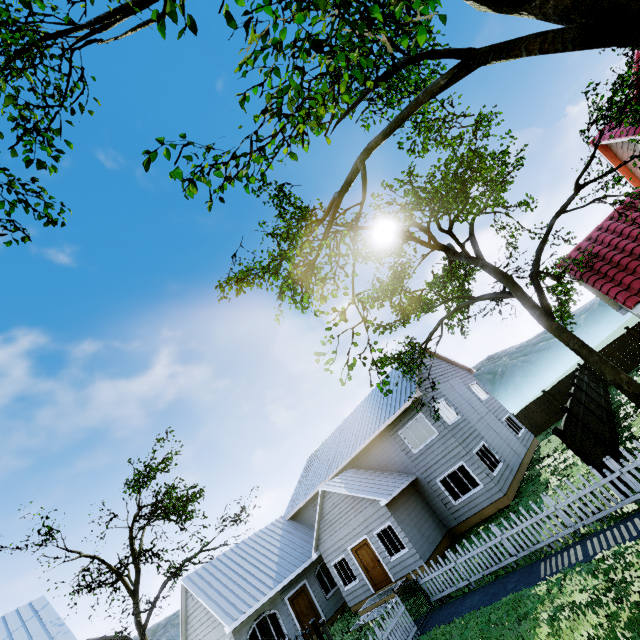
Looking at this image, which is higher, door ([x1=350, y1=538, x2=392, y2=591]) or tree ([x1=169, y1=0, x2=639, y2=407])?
tree ([x1=169, y1=0, x2=639, y2=407])

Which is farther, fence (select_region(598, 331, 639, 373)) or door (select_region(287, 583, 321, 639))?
fence (select_region(598, 331, 639, 373))

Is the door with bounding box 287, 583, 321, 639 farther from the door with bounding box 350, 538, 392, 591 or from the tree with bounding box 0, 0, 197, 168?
the tree with bounding box 0, 0, 197, 168

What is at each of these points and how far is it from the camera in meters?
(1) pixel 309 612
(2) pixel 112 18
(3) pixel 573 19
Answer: (1) door, 18.0
(2) tree, 9.6
(3) tree, 6.6

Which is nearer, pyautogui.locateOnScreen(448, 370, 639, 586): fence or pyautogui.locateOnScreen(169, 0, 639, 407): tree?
pyautogui.locateOnScreen(169, 0, 639, 407): tree

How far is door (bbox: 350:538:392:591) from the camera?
15.85m

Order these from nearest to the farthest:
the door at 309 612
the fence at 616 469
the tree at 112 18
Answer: the tree at 112 18 → the fence at 616 469 → the door at 309 612

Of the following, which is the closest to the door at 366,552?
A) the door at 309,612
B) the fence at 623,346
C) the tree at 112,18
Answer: the door at 309,612
